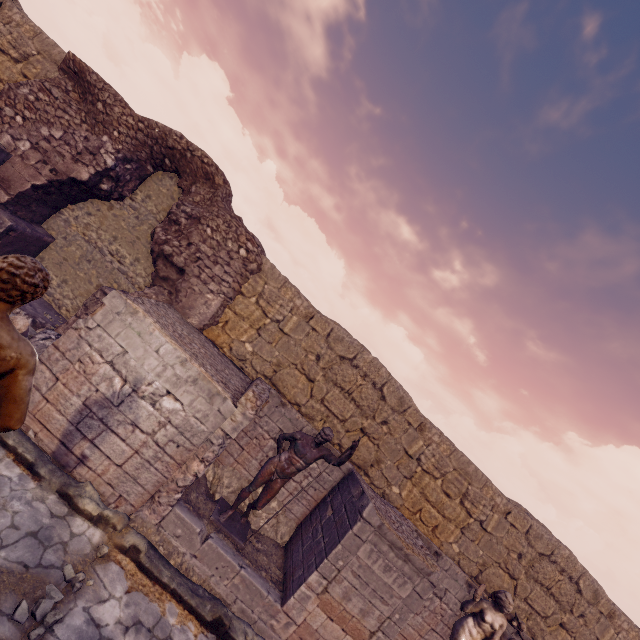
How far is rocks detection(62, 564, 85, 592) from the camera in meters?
4.0 m

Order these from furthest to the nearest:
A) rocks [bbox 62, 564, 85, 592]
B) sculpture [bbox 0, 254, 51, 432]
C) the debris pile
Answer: the debris pile < rocks [bbox 62, 564, 85, 592] < sculpture [bbox 0, 254, 51, 432]

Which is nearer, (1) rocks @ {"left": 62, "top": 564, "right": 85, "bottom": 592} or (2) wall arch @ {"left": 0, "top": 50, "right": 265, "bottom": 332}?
(1) rocks @ {"left": 62, "top": 564, "right": 85, "bottom": 592}

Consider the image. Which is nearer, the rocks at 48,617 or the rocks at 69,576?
the rocks at 48,617

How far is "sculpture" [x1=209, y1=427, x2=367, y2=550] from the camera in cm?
606

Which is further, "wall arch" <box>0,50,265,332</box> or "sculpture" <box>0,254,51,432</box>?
"wall arch" <box>0,50,265,332</box>

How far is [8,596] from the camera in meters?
3.4

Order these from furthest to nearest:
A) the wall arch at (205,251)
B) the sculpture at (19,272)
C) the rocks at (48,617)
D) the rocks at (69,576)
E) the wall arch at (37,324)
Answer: the wall arch at (205,251)
the wall arch at (37,324)
the rocks at (69,576)
the rocks at (48,617)
the sculpture at (19,272)
